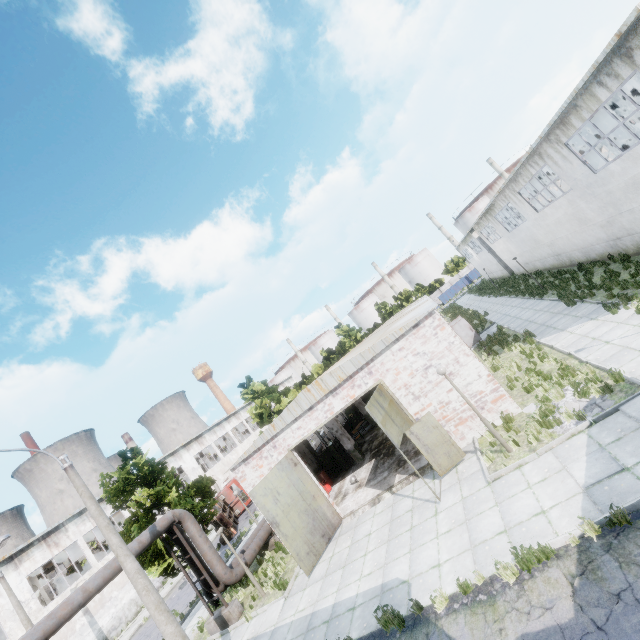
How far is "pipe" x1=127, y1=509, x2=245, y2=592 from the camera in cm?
1312

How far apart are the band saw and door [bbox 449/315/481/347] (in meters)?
10.25

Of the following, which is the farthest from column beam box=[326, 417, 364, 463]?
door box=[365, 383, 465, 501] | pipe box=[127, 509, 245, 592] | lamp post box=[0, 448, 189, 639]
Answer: lamp post box=[0, 448, 189, 639]

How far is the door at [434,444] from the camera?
11.2m

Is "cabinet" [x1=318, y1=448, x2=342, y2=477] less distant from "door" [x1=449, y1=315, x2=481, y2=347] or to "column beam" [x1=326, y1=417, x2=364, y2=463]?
"column beam" [x1=326, y1=417, x2=364, y2=463]

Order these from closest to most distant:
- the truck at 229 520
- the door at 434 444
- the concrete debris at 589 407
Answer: the concrete debris at 589 407 → the door at 434 444 → the truck at 229 520

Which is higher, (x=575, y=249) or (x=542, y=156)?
(x=542, y=156)

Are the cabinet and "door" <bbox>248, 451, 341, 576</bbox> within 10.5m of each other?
yes
